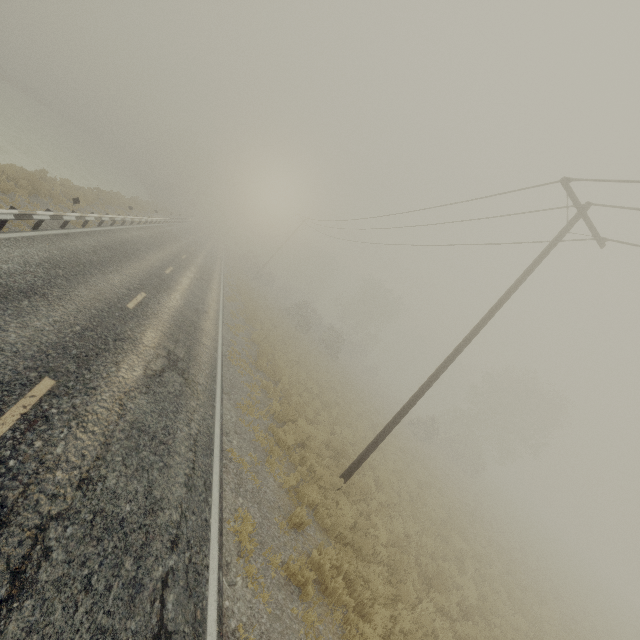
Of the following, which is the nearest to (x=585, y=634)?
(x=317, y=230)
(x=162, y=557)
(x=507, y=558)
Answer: (x=507, y=558)
